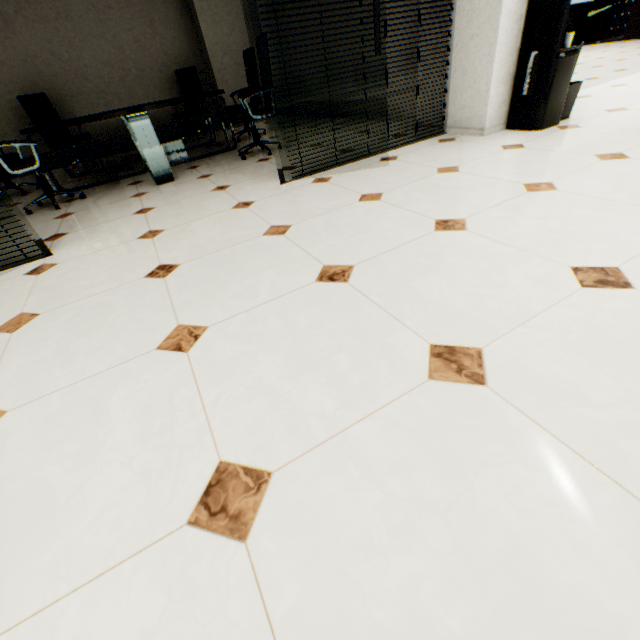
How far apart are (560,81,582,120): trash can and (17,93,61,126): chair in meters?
7.0 m

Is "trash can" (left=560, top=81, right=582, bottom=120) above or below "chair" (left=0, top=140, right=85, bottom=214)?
below

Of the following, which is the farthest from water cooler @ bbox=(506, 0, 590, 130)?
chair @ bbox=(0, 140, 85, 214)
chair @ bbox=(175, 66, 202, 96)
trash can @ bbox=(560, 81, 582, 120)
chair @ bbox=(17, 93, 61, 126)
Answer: chair @ bbox=(17, 93, 61, 126)

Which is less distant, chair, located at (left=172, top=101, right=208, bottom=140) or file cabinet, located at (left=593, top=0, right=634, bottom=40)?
chair, located at (left=172, top=101, right=208, bottom=140)

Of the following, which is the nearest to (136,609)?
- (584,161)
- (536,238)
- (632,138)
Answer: (536,238)

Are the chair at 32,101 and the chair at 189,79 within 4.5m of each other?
yes

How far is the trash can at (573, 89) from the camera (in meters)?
3.04

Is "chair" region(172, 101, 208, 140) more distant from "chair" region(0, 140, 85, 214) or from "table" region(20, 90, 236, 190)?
"chair" region(0, 140, 85, 214)
